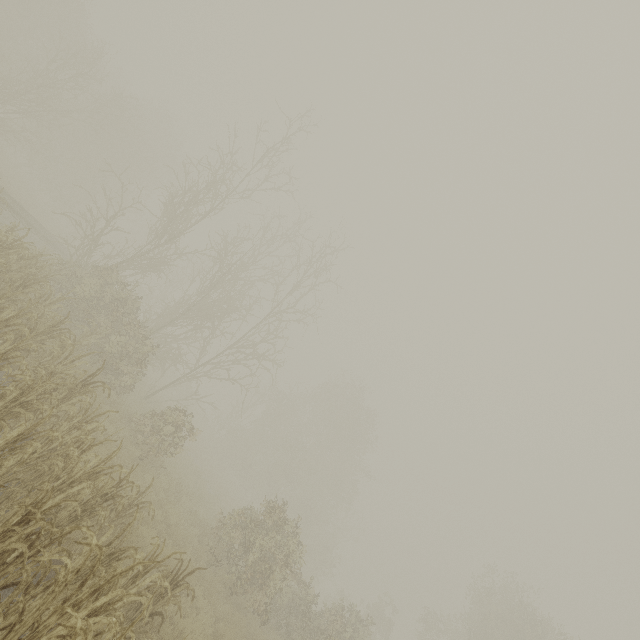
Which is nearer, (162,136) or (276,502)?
(276,502)
